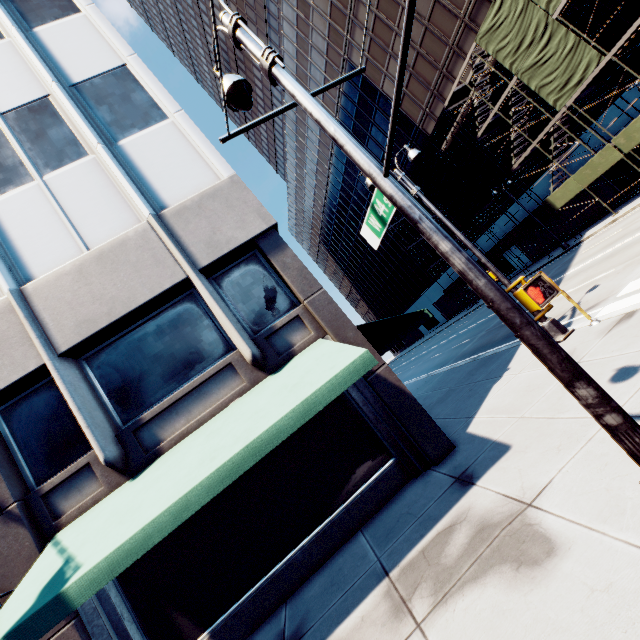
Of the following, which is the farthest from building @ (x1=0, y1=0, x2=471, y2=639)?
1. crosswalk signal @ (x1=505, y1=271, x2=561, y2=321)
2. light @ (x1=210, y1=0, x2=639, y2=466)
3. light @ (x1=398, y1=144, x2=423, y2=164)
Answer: light @ (x1=398, y1=144, x2=423, y2=164)

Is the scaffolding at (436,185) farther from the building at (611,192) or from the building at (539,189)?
the building at (539,189)

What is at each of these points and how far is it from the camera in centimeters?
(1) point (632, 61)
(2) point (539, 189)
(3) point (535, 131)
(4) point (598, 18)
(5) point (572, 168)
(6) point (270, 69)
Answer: (1) building, 2006cm
(2) building, 2894cm
(3) building, 2661cm
(4) building, 2016cm
(5) building, 2592cm
(6) light, 353cm

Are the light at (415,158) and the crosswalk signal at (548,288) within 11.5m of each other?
yes

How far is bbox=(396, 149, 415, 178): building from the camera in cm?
3925

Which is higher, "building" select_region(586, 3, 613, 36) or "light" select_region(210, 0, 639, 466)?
"building" select_region(586, 3, 613, 36)

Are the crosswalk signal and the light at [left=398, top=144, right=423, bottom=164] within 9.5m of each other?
yes
